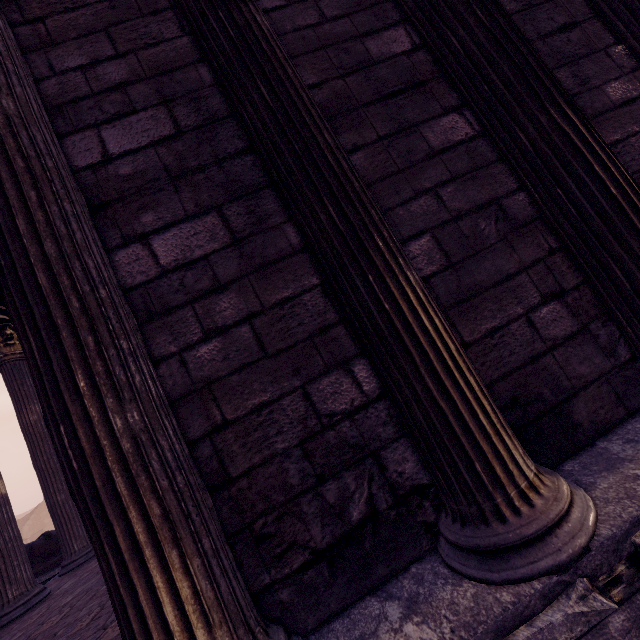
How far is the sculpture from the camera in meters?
7.0 m

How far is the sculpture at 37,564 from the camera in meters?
7.0 m

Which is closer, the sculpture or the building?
the building

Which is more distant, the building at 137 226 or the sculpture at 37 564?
the sculpture at 37 564

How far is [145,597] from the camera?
1.16m
